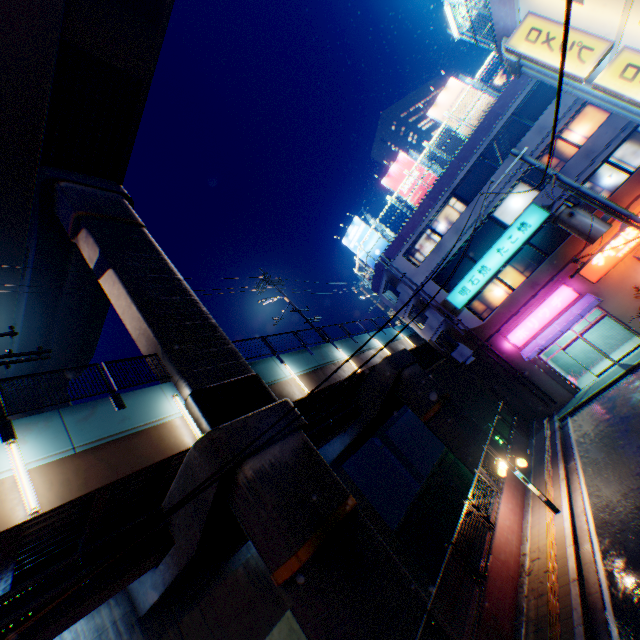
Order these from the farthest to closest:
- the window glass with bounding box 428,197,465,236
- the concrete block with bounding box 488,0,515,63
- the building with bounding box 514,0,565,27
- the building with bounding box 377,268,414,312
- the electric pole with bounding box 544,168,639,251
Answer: the building with bounding box 377,268,414,312
the window glass with bounding box 428,197,465,236
the electric pole with bounding box 544,168,639,251
the concrete block with bounding box 488,0,515,63
the building with bounding box 514,0,565,27

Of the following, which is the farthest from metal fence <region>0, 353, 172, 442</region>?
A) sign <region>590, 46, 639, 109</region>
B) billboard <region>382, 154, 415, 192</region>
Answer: sign <region>590, 46, 639, 109</region>

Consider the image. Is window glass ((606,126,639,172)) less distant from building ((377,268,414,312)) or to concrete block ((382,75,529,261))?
building ((377,268,414,312))

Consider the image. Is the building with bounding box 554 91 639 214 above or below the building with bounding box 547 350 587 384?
above

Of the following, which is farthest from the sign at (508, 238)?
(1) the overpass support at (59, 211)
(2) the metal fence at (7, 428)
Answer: (2) the metal fence at (7, 428)

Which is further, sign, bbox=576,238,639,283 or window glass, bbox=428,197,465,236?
window glass, bbox=428,197,465,236

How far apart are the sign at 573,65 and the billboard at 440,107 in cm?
1502

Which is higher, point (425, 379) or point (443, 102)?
point (443, 102)
